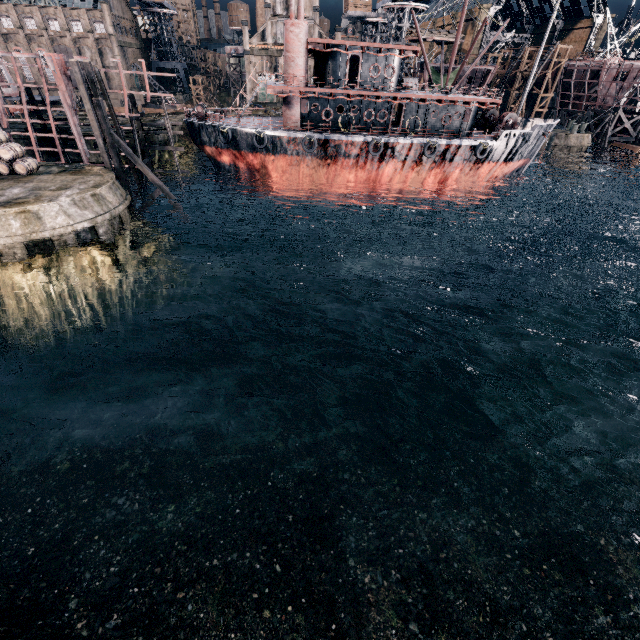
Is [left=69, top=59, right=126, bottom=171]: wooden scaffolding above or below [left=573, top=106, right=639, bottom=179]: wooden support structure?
above

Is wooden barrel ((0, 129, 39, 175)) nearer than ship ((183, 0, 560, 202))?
Yes

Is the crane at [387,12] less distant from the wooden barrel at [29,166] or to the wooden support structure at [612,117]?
the wooden support structure at [612,117]

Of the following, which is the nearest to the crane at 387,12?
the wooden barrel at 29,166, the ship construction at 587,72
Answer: the ship construction at 587,72

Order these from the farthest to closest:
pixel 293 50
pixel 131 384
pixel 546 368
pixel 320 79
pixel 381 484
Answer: pixel 320 79 < pixel 293 50 < pixel 546 368 < pixel 131 384 < pixel 381 484

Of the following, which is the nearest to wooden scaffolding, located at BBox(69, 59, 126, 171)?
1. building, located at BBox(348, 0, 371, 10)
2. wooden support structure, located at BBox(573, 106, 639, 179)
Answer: building, located at BBox(348, 0, 371, 10)

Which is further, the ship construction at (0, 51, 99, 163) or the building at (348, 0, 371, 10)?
the building at (348, 0, 371, 10)

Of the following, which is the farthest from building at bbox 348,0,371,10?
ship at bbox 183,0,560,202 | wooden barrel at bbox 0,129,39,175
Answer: wooden barrel at bbox 0,129,39,175
